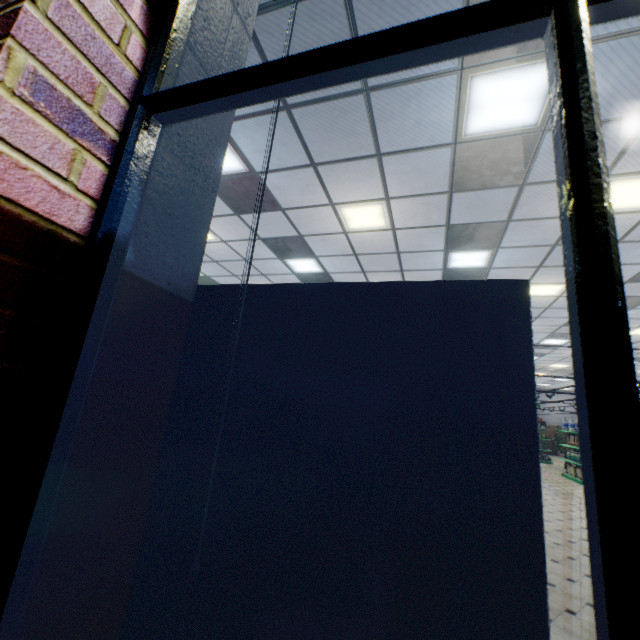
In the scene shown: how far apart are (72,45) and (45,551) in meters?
1.3 m
